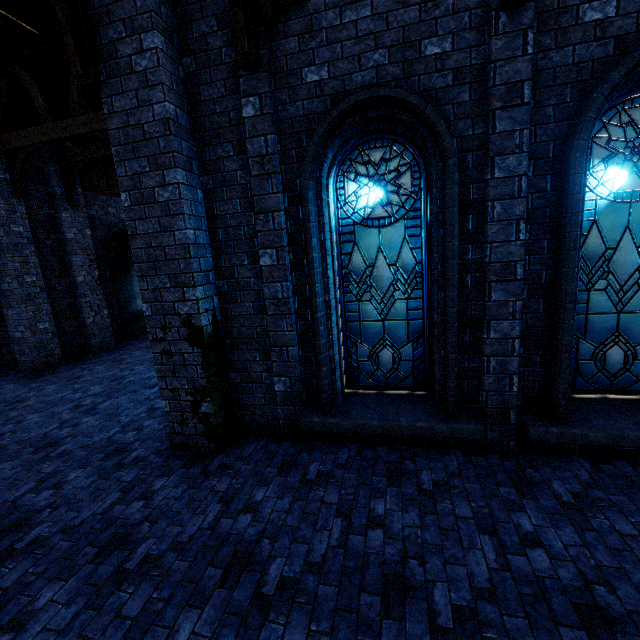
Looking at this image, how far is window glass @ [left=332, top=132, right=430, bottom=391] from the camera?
4.4 meters

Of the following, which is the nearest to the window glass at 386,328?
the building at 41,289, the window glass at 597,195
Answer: the building at 41,289

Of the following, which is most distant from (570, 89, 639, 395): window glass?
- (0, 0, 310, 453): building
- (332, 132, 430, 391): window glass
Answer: (332, 132, 430, 391): window glass

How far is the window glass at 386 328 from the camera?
4.4 meters

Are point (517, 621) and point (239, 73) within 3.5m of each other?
no

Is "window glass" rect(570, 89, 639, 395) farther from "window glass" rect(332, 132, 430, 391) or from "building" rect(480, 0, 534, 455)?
"window glass" rect(332, 132, 430, 391)
